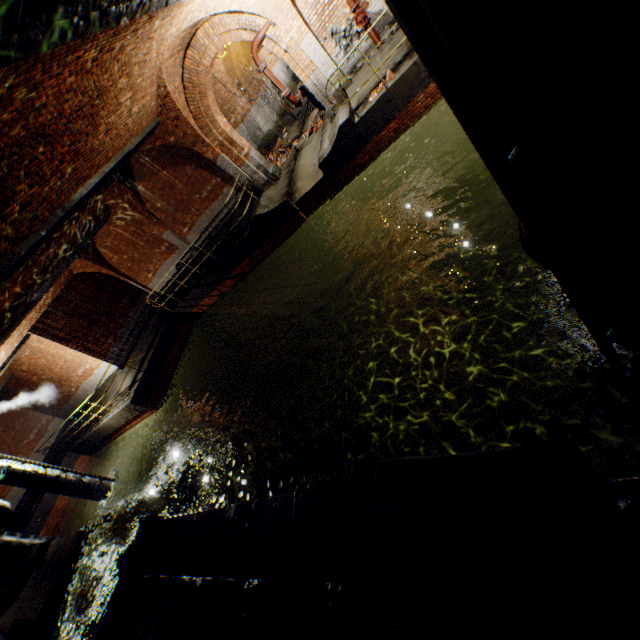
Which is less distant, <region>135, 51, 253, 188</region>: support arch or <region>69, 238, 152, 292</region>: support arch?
<region>135, 51, 253, 188</region>: support arch

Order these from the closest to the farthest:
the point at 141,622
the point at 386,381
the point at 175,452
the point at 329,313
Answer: the point at 141,622
the point at 386,381
the point at 329,313
the point at 175,452

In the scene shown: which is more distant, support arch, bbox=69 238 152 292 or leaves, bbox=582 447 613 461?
support arch, bbox=69 238 152 292

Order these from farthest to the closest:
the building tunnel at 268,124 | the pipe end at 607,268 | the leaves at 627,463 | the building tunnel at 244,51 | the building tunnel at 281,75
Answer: the building tunnel at 281,75
the building tunnel at 244,51
the building tunnel at 268,124
the leaves at 627,463
the pipe end at 607,268

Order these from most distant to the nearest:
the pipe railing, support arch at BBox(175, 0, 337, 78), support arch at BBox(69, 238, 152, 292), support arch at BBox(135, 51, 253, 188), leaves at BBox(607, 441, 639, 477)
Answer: support arch at BBox(69, 238, 152, 292)
support arch at BBox(135, 51, 253, 188)
support arch at BBox(175, 0, 337, 78)
leaves at BBox(607, 441, 639, 477)
the pipe railing

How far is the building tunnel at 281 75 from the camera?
20.5m

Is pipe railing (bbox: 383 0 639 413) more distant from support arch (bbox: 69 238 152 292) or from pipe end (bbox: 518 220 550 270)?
support arch (bbox: 69 238 152 292)

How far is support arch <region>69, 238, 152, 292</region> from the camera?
15.47m
